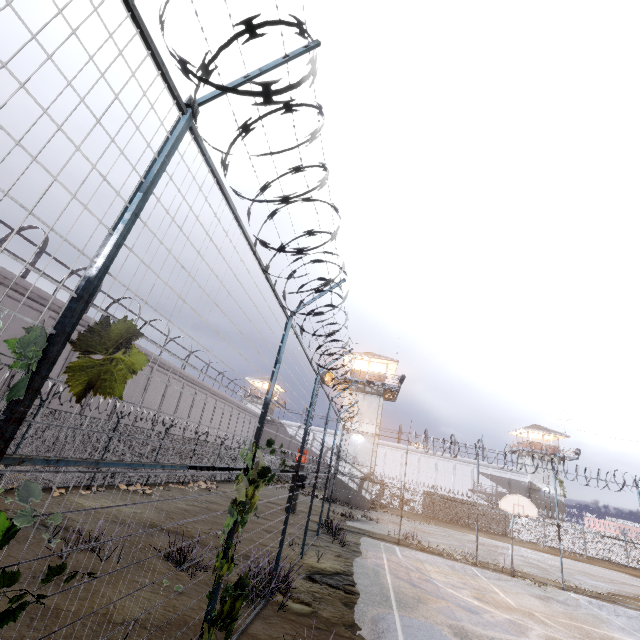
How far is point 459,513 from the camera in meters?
38.1

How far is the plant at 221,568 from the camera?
4.3 meters

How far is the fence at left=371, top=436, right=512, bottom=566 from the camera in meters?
18.1

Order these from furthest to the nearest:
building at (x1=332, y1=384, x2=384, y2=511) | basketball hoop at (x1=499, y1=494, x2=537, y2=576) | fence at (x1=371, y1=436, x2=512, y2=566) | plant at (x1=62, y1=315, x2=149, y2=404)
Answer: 1. building at (x1=332, y1=384, x2=384, y2=511)
2. fence at (x1=371, y1=436, x2=512, y2=566)
3. basketball hoop at (x1=499, y1=494, x2=537, y2=576)
4. plant at (x1=62, y1=315, x2=149, y2=404)

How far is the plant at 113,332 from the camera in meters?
1.9 m

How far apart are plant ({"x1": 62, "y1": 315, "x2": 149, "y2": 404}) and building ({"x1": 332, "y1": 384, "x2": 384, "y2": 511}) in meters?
32.6 m

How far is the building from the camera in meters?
30.3 m

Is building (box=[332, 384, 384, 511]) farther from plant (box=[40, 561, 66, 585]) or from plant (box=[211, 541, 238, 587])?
plant (box=[40, 561, 66, 585])
